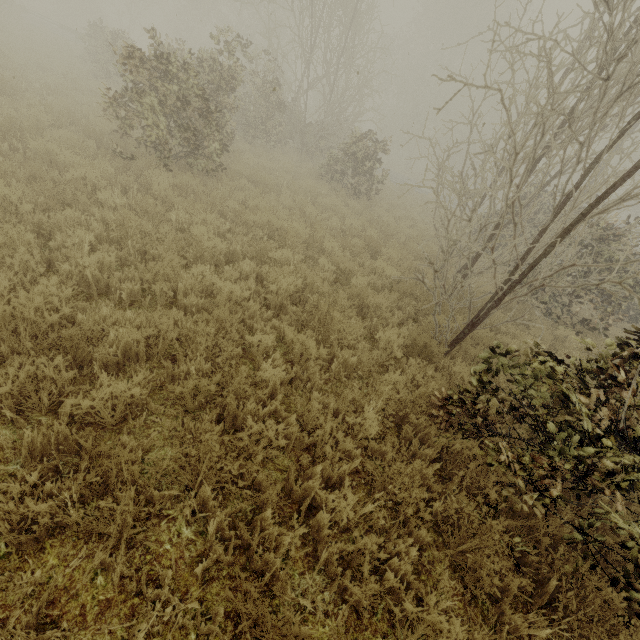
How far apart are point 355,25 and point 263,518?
20.2 meters
